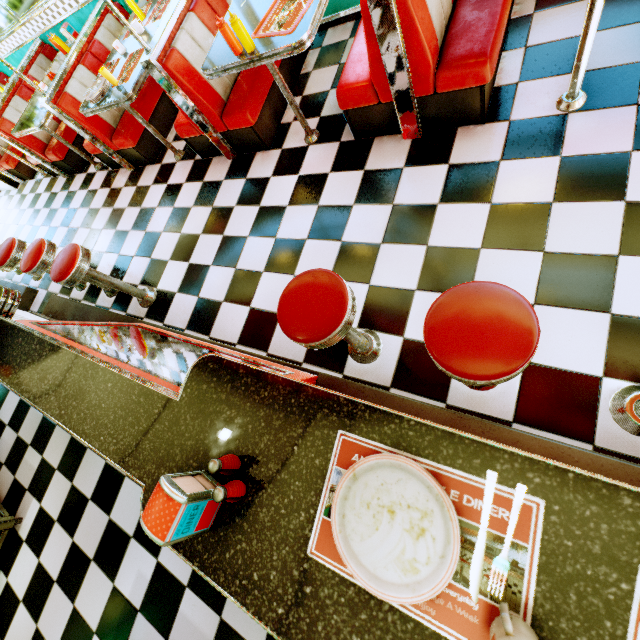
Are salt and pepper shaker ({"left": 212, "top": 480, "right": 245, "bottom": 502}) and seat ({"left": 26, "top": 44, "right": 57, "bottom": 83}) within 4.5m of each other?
no

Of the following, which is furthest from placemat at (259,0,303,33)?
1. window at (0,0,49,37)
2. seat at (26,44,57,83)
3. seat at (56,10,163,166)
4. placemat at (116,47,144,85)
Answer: seat at (26,44,57,83)

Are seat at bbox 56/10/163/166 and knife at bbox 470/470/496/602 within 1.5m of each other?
no

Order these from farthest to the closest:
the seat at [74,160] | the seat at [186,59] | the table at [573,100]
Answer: the seat at [74,160], the seat at [186,59], the table at [573,100]

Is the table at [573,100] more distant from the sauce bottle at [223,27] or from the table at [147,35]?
the table at [147,35]

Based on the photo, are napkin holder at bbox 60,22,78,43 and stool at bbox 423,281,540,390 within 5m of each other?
no

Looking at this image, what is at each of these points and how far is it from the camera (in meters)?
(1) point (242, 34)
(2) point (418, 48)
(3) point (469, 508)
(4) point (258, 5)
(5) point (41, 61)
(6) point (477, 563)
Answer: (1) sauce bottle, 2.16
(2) seat, 1.96
(3) placemat, 0.71
(4) table, 2.44
(5) seat, 4.93
(6) knife, 0.67

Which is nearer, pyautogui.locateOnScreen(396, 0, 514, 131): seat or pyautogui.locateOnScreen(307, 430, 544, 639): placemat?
pyautogui.locateOnScreen(307, 430, 544, 639): placemat
